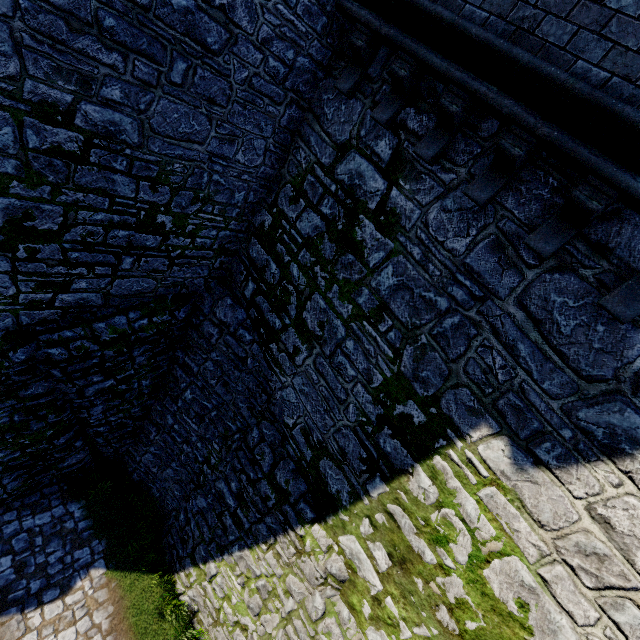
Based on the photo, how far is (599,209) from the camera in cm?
321
